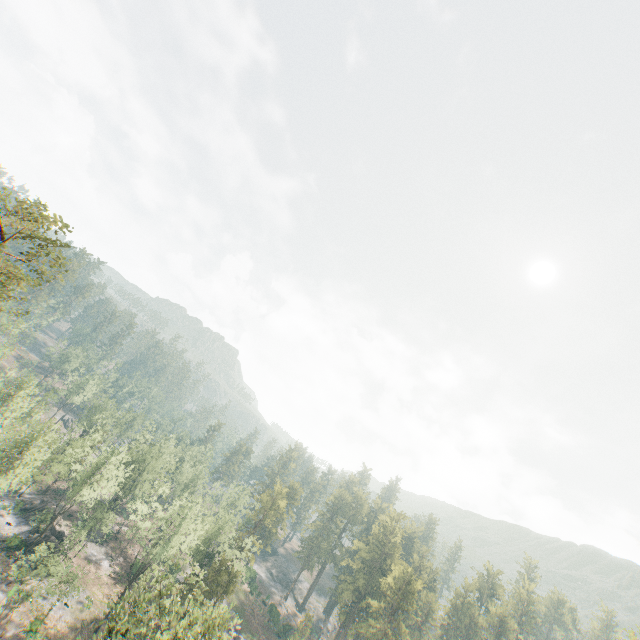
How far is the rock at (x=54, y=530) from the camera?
49.9 meters

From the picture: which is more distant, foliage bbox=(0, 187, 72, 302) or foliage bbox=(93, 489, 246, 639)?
foliage bbox=(93, 489, 246, 639)

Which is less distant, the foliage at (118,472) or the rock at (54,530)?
the foliage at (118,472)

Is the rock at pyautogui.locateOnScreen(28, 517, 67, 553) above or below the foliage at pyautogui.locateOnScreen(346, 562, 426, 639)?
below

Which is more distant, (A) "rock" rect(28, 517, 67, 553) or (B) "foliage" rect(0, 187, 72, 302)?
(A) "rock" rect(28, 517, 67, 553)

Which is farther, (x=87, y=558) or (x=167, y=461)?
(x=167, y=461)

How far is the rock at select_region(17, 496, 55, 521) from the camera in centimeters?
5475cm
